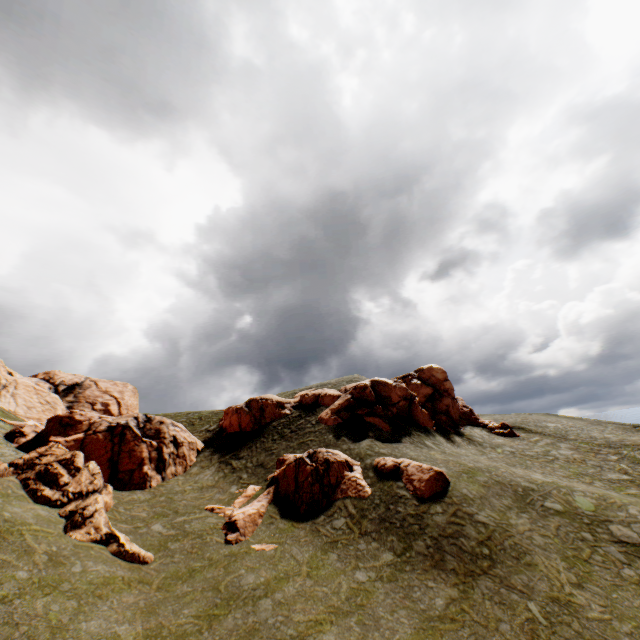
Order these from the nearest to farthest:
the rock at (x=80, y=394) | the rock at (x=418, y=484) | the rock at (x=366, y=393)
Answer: the rock at (x=80, y=394) → the rock at (x=418, y=484) → the rock at (x=366, y=393)

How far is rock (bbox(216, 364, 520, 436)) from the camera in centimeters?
3147cm

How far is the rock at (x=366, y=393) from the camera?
31.47m

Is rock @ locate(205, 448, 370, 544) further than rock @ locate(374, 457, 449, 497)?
No

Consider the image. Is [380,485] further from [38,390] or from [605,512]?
[38,390]

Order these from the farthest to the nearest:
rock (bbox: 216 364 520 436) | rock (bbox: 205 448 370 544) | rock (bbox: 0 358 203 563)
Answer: rock (bbox: 216 364 520 436) → rock (bbox: 205 448 370 544) → rock (bbox: 0 358 203 563)
